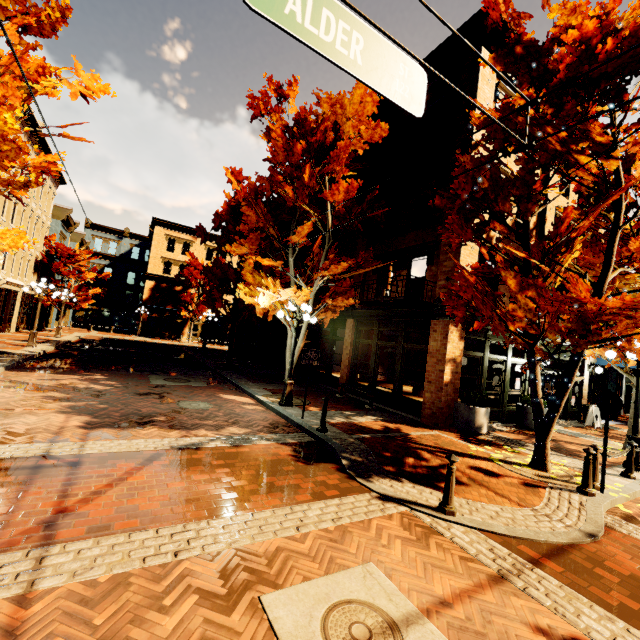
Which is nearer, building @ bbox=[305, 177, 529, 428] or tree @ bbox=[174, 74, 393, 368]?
tree @ bbox=[174, 74, 393, 368]

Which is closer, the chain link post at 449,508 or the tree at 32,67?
the chain link post at 449,508

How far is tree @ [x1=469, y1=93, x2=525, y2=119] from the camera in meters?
7.6

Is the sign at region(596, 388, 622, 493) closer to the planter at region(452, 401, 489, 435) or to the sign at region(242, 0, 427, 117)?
the planter at region(452, 401, 489, 435)

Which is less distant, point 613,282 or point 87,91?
point 613,282

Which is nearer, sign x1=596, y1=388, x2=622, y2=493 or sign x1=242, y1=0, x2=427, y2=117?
sign x1=242, y1=0, x2=427, y2=117

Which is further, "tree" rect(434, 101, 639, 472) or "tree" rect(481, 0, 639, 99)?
"tree" rect(434, 101, 639, 472)

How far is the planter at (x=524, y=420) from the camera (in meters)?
11.79
